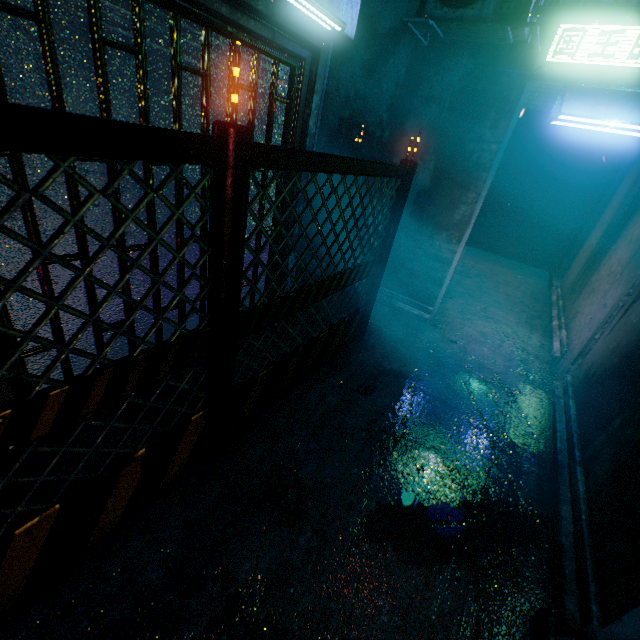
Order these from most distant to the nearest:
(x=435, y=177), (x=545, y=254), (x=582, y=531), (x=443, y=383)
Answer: (x=545, y=254)
(x=435, y=177)
(x=443, y=383)
(x=582, y=531)

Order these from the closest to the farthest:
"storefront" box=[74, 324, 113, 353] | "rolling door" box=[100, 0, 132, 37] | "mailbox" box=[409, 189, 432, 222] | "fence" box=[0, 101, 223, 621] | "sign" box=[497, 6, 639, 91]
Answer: "fence" box=[0, 101, 223, 621] < "rolling door" box=[100, 0, 132, 37] < "storefront" box=[74, 324, 113, 353] < "sign" box=[497, 6, 639, 91] < "mailbox" box=[409, 189, 432, 222]

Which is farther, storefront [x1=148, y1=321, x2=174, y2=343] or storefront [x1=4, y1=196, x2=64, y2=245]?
storefront [x1=148, y1=321, x2=174, y2=343]

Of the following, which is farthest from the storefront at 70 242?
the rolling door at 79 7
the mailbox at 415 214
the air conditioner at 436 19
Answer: the mailbox at 415 214

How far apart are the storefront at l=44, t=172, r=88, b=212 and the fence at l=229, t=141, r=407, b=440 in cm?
72

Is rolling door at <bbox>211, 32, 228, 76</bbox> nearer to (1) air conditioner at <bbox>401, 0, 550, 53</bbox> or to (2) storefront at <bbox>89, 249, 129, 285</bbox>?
(2) storefront at <bbox>89, 249, 129, 285</bbox>

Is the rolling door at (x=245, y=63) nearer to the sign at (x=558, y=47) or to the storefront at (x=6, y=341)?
the storefront at (x=6, y=341)

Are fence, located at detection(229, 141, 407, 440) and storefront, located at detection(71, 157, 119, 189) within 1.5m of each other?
yes
